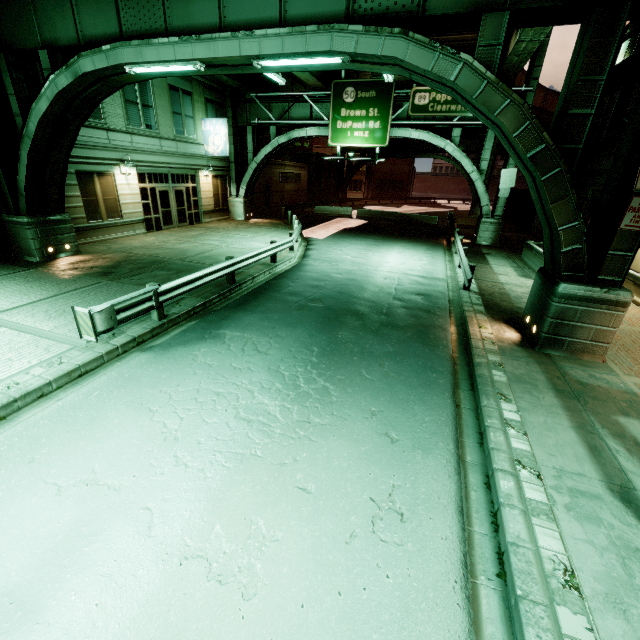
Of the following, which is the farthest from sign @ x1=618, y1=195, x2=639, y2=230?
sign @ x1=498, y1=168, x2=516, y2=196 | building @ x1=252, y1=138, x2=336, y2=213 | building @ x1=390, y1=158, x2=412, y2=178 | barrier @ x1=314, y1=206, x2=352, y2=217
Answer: building @ x1=390, y1=158, x2=412, y2=178

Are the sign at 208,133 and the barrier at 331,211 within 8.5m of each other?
no

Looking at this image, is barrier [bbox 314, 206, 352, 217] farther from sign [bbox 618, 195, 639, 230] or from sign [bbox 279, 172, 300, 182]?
sign [bbox 618, 195, 639, 230]

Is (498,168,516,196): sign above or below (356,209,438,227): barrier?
above

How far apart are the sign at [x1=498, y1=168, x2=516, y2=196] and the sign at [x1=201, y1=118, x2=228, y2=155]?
18.14m

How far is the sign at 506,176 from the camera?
20.0 meters

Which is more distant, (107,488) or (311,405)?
(311,405)

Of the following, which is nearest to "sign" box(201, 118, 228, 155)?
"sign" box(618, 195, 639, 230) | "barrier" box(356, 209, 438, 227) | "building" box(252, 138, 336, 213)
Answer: "building" box(252, 138, 336, 213)
